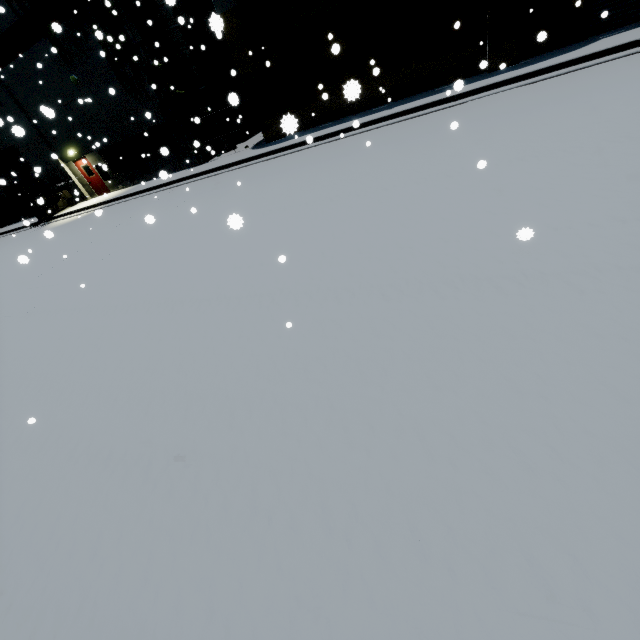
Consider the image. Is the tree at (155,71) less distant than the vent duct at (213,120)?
Yes

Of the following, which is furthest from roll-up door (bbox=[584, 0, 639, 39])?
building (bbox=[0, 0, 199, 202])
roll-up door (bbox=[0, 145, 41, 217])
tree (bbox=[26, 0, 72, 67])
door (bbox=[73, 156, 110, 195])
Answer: door (bbox=[73, 156, 110, 195])

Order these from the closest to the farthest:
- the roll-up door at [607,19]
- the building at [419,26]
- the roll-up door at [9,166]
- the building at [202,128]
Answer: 1. the roll-up door at [607,19]
2. the building at [419,26]
3. the building at [202,128]
4. the roll-up door at [9,166]

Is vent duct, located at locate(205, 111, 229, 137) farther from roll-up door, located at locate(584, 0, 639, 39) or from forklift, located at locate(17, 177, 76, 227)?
roll-up door, located at locate(584, 0, 639, 39)

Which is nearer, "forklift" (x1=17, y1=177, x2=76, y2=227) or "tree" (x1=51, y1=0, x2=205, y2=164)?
"tree" (x1=51, y1=0, x2=205, y2=164)

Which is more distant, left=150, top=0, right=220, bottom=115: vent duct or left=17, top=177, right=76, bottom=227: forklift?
left=17, top=177, right=76, bottom=227: forklift

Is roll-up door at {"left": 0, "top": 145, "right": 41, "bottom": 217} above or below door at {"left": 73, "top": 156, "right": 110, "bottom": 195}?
above

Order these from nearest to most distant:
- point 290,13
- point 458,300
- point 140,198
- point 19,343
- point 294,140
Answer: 1. point 458,300
2. point 19,343
3. point 290,13
4. point 294,140
5. point 140,198
